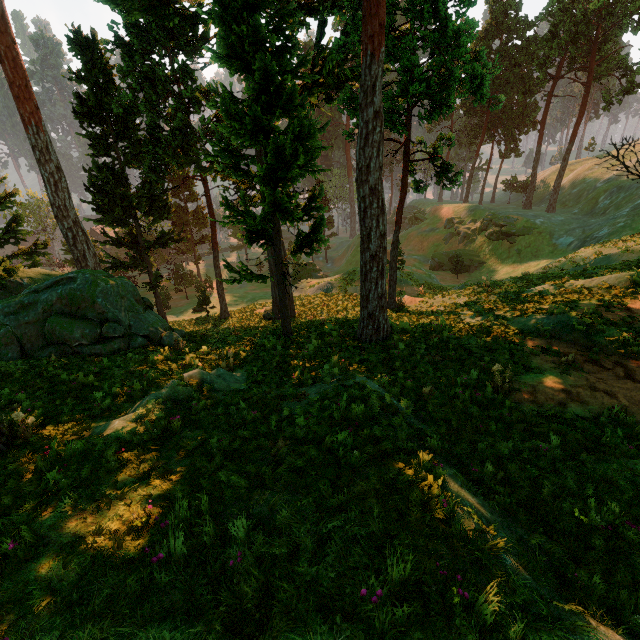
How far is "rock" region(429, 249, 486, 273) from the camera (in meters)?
44.97

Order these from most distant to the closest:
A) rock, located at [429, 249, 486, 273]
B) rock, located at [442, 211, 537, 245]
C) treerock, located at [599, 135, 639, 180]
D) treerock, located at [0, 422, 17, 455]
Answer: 1. rock, located at [429, 249, 486, 273]
2. rock, located at [442, 211, 537, 245]
3. treerock, located at [599, 135, 639, 180]
4. treerock, located at [0, 422, 17, 455]

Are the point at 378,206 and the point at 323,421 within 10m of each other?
yes

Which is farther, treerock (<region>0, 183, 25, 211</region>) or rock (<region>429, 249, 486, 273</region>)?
rock (<region>429, 249, 486, 273</region>)

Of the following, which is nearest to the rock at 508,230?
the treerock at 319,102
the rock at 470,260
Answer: the rock at 470,260

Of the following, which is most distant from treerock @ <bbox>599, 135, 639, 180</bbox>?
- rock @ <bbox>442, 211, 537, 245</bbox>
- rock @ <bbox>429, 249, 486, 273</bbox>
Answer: rock @ <bbox>429, 249, 486, 273</bbox>

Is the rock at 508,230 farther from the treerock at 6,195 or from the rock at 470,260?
the treerock at 6,195
